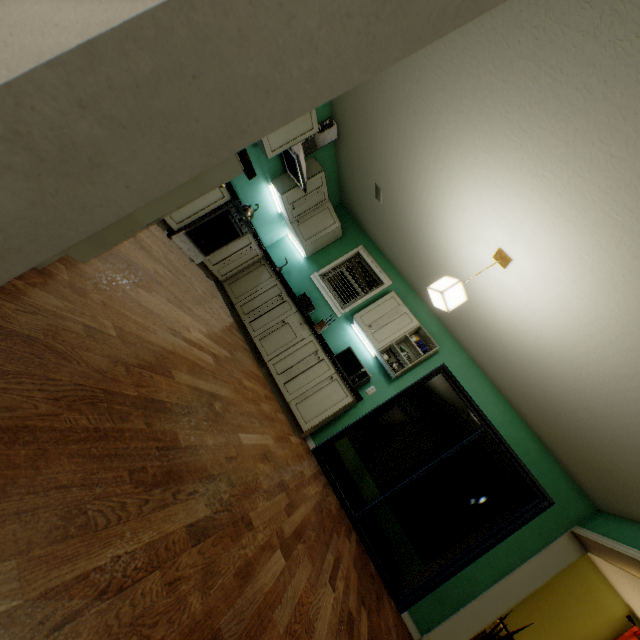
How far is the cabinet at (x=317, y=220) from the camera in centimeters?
438cm

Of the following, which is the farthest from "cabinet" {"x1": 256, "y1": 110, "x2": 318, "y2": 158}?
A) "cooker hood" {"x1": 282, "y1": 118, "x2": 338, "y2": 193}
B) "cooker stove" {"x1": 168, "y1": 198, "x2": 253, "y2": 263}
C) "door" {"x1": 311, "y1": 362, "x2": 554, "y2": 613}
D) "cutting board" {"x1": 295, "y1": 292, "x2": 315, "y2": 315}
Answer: "door" {"x1": 311, "y1": 362, "x2": 554, "y2": 613}

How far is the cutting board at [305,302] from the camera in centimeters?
482cm

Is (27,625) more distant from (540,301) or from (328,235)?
(328,235)

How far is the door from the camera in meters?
3.6 m

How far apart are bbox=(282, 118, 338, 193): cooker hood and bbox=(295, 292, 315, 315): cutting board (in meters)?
1.48

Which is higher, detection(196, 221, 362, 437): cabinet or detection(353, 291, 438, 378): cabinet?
detection(353, 291, 438, 378): cabinet

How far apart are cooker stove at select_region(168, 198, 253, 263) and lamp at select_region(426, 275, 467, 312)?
2.4 meters
